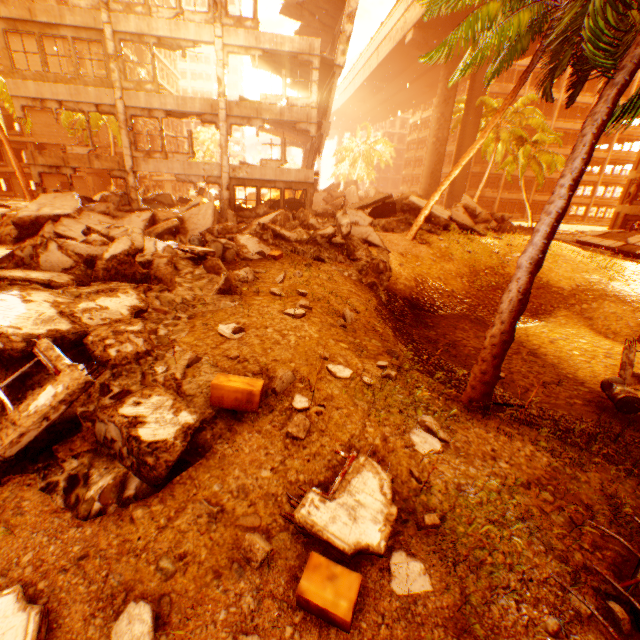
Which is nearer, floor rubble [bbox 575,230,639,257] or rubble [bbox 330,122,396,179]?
floor rubble [bbox 575,230,639,257]

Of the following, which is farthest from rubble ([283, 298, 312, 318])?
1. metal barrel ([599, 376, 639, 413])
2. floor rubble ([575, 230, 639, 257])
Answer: floor rubble ([575, 230, 639, 257])

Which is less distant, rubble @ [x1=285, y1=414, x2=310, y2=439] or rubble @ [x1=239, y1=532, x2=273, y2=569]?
rubble @ [x1=239, y1=532, x2=273, y2=569]

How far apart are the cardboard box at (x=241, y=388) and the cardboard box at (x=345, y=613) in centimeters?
200cm

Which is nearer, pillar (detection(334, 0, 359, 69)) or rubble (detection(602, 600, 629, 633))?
rubble (detection(602, 600, 629, 633))

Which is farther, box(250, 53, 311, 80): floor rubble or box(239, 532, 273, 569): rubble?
box(250, 53, 311, 80): floor rubble

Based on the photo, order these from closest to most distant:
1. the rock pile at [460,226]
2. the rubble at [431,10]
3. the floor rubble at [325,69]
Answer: the rubble at [431,10], the floor rubble at [325,69], the rock pile at [460,226]

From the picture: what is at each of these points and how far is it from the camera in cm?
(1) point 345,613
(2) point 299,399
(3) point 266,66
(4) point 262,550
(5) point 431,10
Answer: (1) cardboard box, 266
(2) rubble, 508
(3) floor rubble, 1950
(4) rubble, 314
(5) rubble, 925
